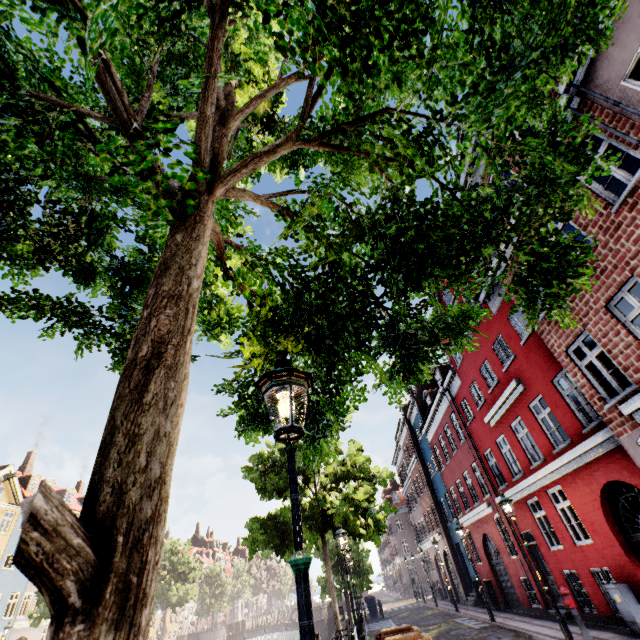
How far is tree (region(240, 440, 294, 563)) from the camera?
13.1 meters

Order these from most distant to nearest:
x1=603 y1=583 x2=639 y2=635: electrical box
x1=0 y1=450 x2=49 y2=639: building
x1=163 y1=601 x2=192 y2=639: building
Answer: x1=163 y1=601 x2=192 y2=639: building
x1=0 y1=450 x2=49 y2=639: building
x1=603 y1=583 x2=639 y2=635: electrical box

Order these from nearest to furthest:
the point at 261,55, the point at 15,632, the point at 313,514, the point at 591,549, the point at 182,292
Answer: the point at 182,292 < the point at 261,55 < the point at 591,549 < the point at 313,514 < the point at 15,632

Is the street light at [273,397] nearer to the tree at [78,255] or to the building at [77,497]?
the tree at [78,255]

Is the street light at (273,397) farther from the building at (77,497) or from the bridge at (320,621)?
the bridge at (320,621)

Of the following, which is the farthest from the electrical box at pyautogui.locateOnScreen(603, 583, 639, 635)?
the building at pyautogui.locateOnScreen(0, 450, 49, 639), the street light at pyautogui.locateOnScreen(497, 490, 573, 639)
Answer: the building at pyautogui.locateOnScreen(0, 450, 49, 639)

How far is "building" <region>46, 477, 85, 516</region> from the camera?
36.3m

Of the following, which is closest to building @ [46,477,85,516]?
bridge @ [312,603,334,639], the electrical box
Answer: bridge @ [312,603,334,639]
